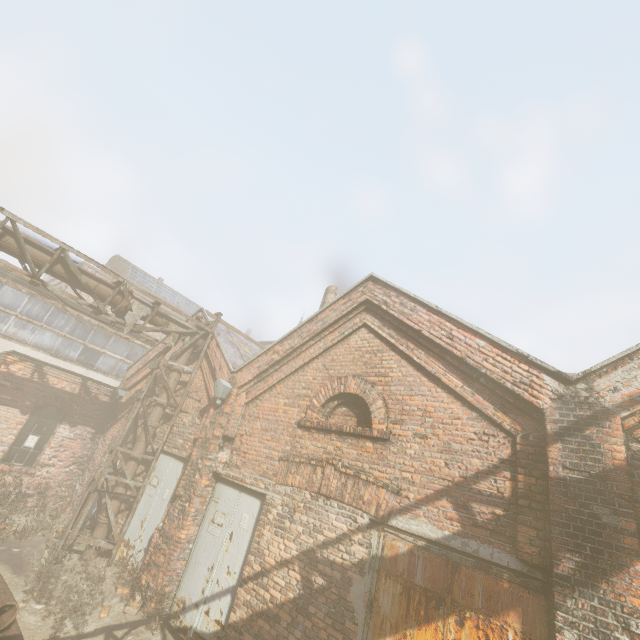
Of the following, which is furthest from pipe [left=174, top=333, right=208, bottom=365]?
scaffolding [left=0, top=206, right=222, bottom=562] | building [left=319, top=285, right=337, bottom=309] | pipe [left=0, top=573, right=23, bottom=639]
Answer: building [left=319, top=285, right=337, bottom=309]

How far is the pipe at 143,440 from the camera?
8.51m

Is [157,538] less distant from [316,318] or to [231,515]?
[231,515]

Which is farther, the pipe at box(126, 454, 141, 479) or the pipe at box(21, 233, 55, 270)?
the pipe at box(126, 454, 141, 479)

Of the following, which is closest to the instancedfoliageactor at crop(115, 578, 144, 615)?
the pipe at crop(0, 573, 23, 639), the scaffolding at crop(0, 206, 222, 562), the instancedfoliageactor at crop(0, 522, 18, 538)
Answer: the pipe at crop(0, 573, 23, 639)

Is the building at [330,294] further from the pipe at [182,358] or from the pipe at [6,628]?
the pipe at [6,628]

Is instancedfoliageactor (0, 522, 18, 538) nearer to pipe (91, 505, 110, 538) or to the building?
pipe (91, 505, 110, 538)
